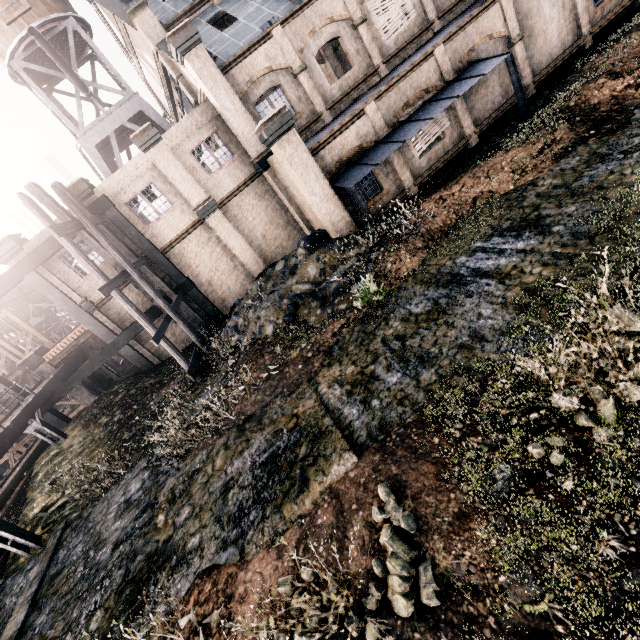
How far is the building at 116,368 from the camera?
23.6 meters

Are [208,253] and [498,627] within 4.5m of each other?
no

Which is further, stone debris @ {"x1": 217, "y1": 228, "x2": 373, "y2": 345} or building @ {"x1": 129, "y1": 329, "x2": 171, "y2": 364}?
building @ {"x1": 129, "y1": 329, "x2": 171, "y2": 364}

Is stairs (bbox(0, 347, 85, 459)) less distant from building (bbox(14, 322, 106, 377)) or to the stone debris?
building (bbox(14, 322, 106, 377))

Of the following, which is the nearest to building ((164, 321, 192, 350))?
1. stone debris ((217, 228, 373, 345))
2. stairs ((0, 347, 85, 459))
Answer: stone debris ((217, 228, 373, 345))

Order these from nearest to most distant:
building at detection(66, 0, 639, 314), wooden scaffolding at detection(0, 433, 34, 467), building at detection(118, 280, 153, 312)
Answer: building at detection(66, 0, 639, 314)
building at detection(118, 280, 153, 312)
wooden scaffolding at detection(0, 433, 34, 467)

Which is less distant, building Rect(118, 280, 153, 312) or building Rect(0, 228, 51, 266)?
building Rect(0, 228, 51, 266)

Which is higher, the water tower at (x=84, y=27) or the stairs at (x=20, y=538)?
the water tower at (x=84, y=27)
